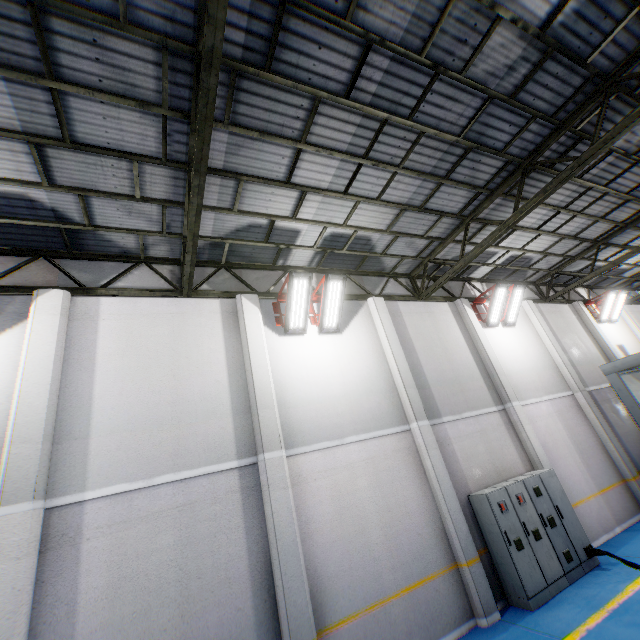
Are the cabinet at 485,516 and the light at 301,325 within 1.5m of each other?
no

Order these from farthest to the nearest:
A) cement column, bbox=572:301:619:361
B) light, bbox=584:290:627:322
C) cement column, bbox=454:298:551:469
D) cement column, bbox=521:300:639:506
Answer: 1. light, bbox=584:290:627:322
2. cement column, bbox=572:301:619:361
3. cement column, bbox=521:300:639:506
4. cement column, bbox=454:298:551:469

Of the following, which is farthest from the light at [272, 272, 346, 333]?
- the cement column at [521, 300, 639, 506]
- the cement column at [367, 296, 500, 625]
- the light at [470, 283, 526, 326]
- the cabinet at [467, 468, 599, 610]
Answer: the cement column at [521, 300, 639, 506]

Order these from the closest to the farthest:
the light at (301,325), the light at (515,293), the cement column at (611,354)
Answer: the light at (301,325)
the light at (515,293)
the cement column at (611,354)

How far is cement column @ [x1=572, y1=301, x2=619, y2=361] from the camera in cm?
1420

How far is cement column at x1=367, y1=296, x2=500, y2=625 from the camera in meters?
6.8 m

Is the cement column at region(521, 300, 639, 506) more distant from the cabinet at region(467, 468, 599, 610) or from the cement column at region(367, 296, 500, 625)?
the cement column at region(367, 296, 500, 625)

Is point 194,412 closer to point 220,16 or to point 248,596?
point 248,596
